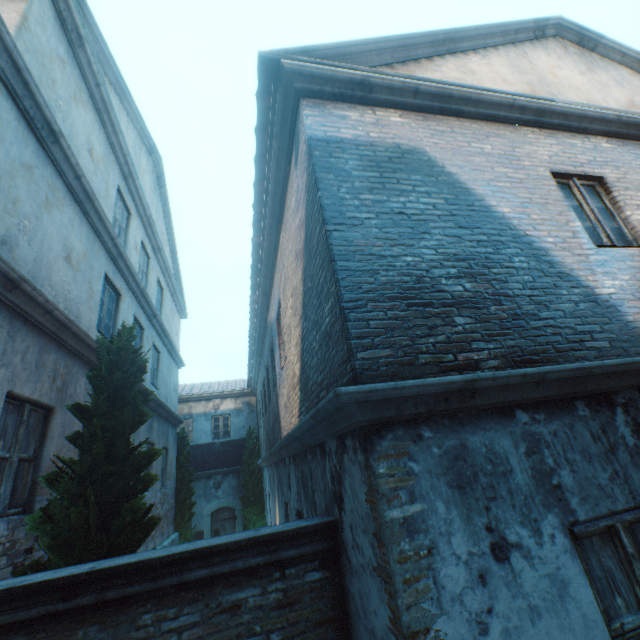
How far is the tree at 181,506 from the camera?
12.3 meters

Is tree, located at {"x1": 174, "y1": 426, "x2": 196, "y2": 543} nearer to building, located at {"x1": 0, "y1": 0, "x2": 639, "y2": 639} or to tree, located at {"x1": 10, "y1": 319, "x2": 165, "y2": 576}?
tree, located at {"x1": 10, "y1": 319, "x2": 165, "y2": 576}

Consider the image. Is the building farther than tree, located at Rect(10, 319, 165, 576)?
No

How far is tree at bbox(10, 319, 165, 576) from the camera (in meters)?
3.41

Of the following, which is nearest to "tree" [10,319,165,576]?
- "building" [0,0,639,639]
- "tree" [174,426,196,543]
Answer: "tree" [174,426,196,543]

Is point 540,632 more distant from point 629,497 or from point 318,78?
point 318,78

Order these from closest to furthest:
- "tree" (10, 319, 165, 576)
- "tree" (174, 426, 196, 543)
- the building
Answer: the building
"tree" (10, 319, 165, 576)
"tree" (174, 426, 196, 543)

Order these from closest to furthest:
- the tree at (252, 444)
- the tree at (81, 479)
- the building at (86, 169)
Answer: the building at (86, 169) < the tree at (81, 479) < the tree at (252, 444)
